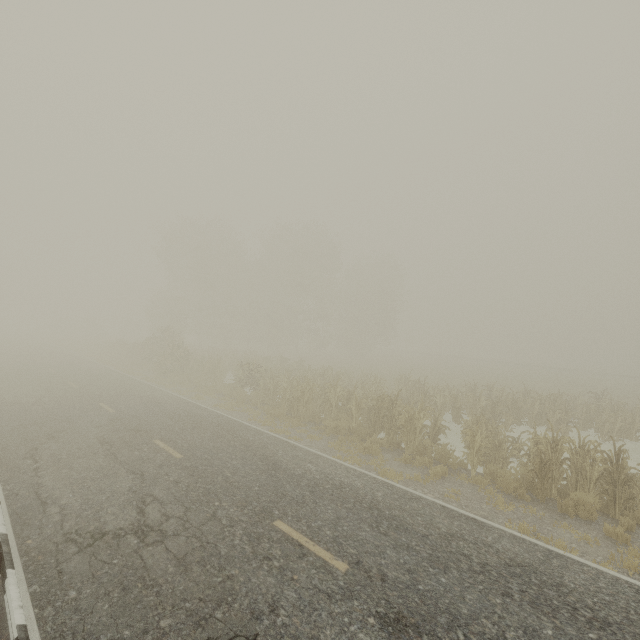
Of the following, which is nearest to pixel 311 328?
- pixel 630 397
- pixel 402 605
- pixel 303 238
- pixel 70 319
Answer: pixel 303 238

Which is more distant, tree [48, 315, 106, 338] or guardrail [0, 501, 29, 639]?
tree [48, 315, 106, 338]

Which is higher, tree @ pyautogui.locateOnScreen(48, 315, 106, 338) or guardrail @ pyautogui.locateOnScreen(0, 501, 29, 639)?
tree @ pyautogui.locateOnScreen(48, 315, 106, 338)

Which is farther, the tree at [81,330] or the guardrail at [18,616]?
the tree at [81,330]

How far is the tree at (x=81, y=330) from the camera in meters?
54.8

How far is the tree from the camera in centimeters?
5481cm
